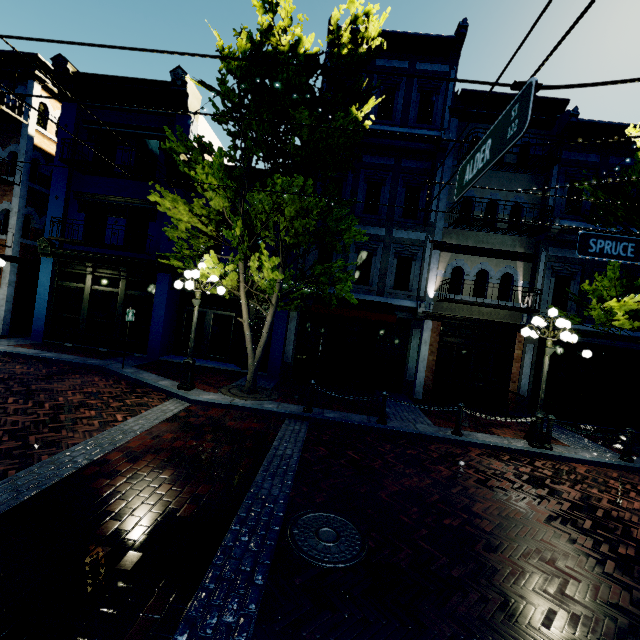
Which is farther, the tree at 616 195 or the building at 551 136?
the building at 551 136

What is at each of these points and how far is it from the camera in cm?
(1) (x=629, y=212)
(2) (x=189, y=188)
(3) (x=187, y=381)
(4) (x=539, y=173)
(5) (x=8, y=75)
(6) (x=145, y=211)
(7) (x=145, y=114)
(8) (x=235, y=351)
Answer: (1) tree, 915
(2) building, 1308
(3) light, 914
(4) building, 1263
(5) building, 1378
(6) building, 1350
(7) building, 1338
(8) building, 1387

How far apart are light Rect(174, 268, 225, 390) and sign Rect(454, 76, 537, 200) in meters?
6.7

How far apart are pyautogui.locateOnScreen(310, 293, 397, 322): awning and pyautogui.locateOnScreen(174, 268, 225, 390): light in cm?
320

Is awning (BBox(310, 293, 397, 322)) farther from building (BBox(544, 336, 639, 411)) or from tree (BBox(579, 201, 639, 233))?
tree (BBox(579, 201, 639, 233))

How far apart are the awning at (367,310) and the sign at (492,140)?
6.9m

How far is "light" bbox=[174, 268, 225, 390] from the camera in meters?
8.9

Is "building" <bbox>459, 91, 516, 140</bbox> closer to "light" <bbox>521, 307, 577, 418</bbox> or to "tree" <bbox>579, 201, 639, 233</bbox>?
"tree" <bbox>579, 201, 639, 233</bbox>
